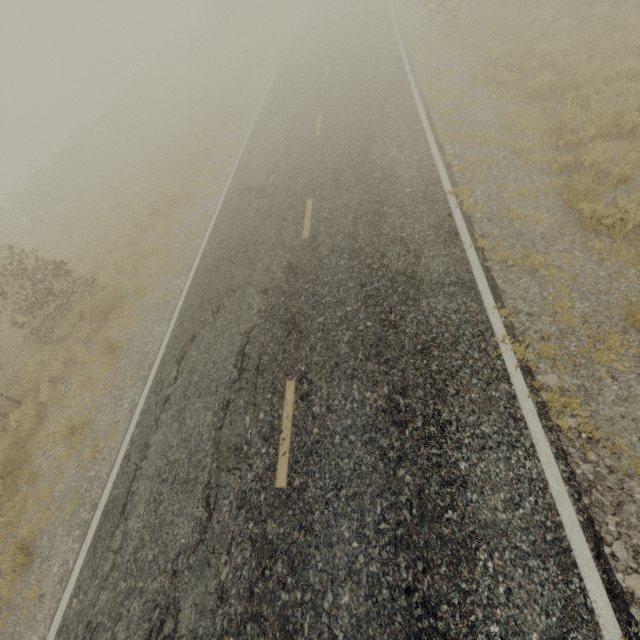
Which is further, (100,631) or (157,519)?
(157,519)

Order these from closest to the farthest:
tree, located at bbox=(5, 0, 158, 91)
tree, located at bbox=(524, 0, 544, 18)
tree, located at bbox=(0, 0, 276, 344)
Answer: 1. tree, located at bbox=(0, 0, 276, 344)
2. tree, located at bbox=(524, 0, 544, 18)
3. tree, located at bbox=(5, 0, 158, 91)

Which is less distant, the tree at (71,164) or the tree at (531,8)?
the tree at (71,164)

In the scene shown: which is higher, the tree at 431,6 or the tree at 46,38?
the tree at 46,38

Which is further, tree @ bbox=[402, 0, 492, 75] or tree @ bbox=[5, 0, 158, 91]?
tree @ bbox=[5, 0, 158, 91]
